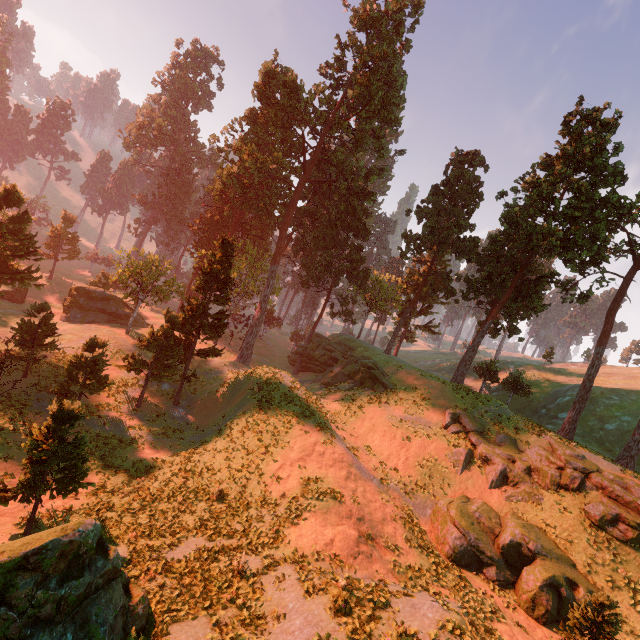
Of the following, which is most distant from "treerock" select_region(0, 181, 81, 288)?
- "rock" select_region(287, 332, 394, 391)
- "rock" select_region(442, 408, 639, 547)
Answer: "rock" select_region(442, 408, 639, 547)

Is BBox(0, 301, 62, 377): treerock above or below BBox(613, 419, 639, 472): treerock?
below

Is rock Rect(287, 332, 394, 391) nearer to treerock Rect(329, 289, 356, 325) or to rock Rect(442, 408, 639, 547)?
treerock Rect(329, 289, 356, 325)

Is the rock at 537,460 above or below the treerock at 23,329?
above

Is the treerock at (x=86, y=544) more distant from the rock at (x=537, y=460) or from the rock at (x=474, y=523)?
the rock at (x=474, y=523)

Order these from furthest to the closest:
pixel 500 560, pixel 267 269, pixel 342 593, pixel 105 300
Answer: pixel 267 269
pixel 105 300
pixel 500 560
pixel 342 593

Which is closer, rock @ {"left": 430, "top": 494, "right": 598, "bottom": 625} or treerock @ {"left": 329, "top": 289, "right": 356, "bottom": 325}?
rock @ {"left": 430, "top": 494, "right": 598, "bottom": 625}
